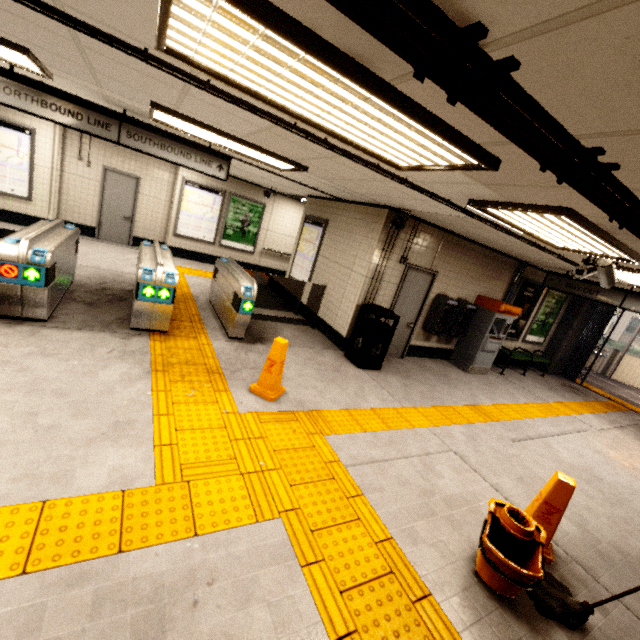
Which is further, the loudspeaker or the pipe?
the loudspeaker

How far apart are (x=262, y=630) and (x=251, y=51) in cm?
316

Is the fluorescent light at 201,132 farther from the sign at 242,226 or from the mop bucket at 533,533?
the sign at 242,226

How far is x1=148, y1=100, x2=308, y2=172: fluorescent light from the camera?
3.7m

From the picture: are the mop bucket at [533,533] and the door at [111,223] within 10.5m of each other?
no

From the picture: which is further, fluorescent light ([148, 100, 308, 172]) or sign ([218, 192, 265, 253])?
sign ([218, 192, 265, 253])

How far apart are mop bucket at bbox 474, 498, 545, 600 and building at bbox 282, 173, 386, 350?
4.0 meters

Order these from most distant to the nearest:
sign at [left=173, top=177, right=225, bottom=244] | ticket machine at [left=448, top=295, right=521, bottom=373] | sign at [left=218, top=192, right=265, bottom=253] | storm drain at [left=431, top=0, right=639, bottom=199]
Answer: sign at [left=218, top=192, right=265, bottom=253]
sign at [left=173, top=177, right=225, bottom=244]
ticket machine at [left=448, top=295, right=521, bottom=373]
storm drain at [left=431, top=0, right=639, bottom=199]
